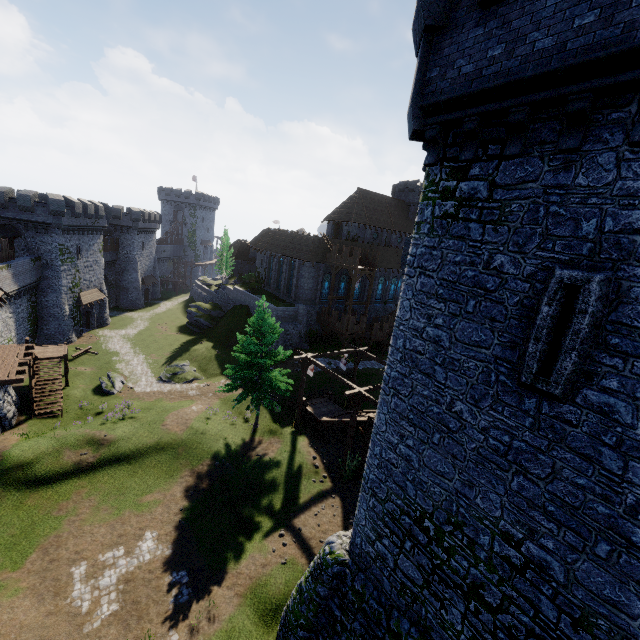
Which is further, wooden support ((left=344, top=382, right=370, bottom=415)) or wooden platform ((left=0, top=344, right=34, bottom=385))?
wooden support ((left=344, top=382, right=370, bottom=415))

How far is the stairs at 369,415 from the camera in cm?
2180

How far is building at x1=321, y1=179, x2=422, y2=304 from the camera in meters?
48.3 m

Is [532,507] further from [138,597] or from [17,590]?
[17,590]

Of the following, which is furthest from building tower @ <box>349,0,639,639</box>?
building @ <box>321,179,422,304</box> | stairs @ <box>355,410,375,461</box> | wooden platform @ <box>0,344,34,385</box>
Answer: building @ <box>321,179,422,304</box>

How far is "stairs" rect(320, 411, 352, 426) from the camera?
23.70m

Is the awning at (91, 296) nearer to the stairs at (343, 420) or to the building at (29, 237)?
the building at (29, 237)

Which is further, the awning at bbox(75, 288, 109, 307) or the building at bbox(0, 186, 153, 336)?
the awning at bbox(75, 288, 109, 307)
